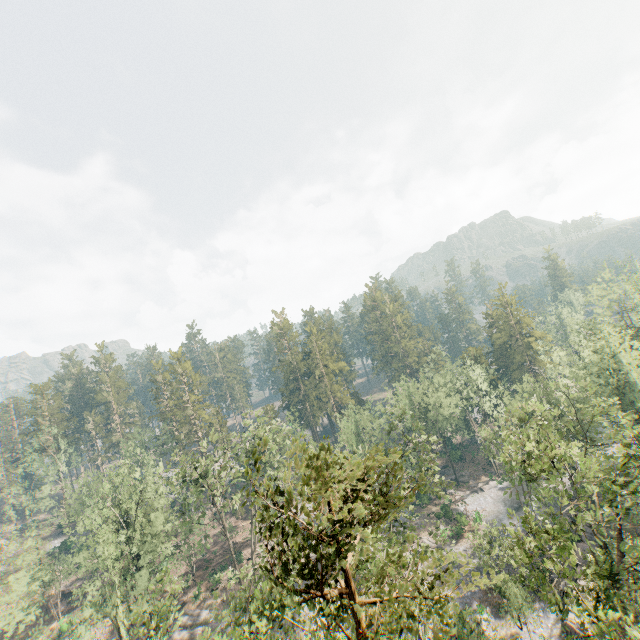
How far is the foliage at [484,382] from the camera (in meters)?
56.13

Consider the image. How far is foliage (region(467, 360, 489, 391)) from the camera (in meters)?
56.13

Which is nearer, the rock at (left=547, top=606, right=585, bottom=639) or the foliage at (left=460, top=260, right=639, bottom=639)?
the foliage at (left=460, top=260, right=639, bottom=639)

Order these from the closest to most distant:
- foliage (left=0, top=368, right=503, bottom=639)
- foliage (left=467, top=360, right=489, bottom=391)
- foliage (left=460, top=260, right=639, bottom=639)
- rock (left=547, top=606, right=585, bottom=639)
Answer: foliage (left=0, top=368, right=503, bottom=639) < foliage (left=460, top=260, right=639, bottom=639) < rock (left=547, top=606, right=585, bottom=639) < foliage (left=467, top=360, right=489, bottom=391)

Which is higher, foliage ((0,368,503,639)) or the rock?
foliage ((0,368,503,639))

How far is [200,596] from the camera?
44.44m

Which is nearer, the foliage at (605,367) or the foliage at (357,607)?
the foliage at (357,607)
